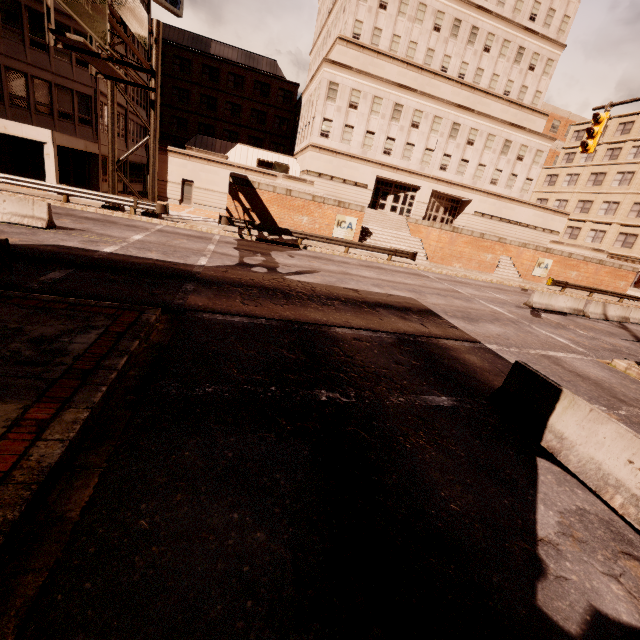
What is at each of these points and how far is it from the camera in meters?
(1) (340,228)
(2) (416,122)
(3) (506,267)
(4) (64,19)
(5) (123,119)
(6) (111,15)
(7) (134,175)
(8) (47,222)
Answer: (1) sign, 25.5 m
(2) building, 33.6 m
(3) bp, 31.7 m
(4) building, 21.8 m
(5) building, 30.7 m
(6) sign, 16.7 m
(7) building, 35.8 m
(8) barrier, 12.5 m

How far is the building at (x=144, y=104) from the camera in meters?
30.4

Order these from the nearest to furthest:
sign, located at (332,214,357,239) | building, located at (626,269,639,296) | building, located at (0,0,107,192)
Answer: building, located at (0,0,107,192), sign, located at (332,214,357,239), building, located at (626,269,639,296)

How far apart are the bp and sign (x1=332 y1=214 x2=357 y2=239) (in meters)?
14.40

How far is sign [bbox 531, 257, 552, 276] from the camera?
30.8m

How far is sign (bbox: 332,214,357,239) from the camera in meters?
25.2

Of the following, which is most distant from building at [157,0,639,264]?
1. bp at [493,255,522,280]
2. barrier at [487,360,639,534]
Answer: barrier at [487,360,639,534]

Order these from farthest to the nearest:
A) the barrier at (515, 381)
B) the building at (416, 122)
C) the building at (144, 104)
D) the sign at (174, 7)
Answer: the building at (416, 122) → the building at (144, 104) → the sign at (174, 7) → the barrier at (515, 381)
